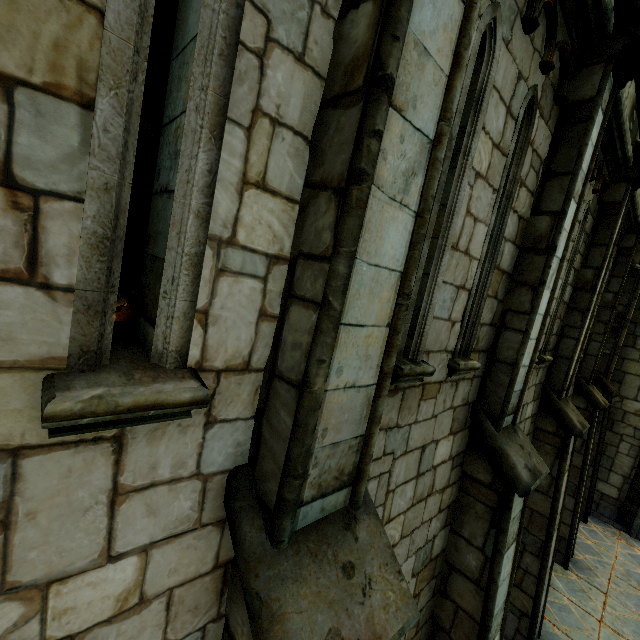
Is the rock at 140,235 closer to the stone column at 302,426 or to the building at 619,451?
the stone column at 302,426

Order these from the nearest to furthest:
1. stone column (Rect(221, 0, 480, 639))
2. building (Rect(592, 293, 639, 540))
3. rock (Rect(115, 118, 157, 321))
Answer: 1. stone column (Rect(221, 0, 480, 639))
2. rock (Rect(115, 118, 157, 321))
3. building (Rect(592, 293, 639, 540))

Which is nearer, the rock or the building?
the rock

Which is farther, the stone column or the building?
the building

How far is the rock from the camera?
9.0 meters

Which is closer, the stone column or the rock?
the stone column

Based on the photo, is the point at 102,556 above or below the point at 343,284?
below

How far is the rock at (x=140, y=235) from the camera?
9.0 meters
